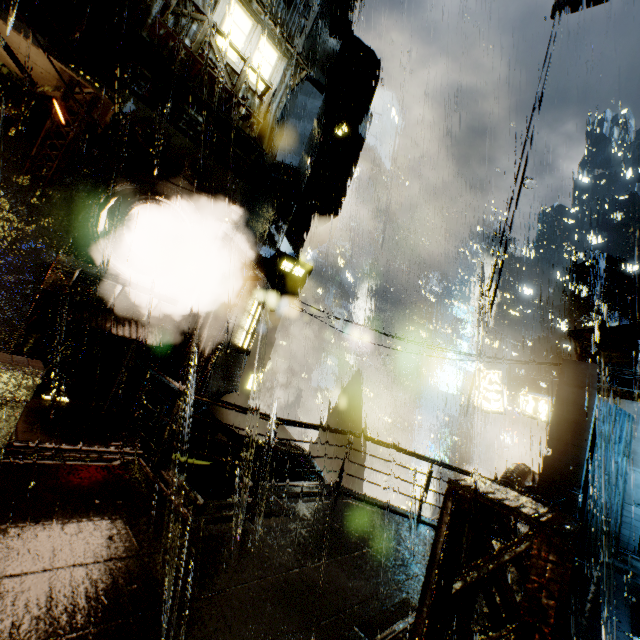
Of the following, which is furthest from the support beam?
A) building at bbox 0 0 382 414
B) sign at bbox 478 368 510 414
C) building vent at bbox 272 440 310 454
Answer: sign at bbox 478 368 510 414

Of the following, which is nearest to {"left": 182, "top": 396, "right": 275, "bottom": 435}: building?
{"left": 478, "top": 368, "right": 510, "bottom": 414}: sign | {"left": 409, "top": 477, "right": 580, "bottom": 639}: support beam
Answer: {"left": 409, "top": 477, "right": 580, "bottom": 639}: support beam

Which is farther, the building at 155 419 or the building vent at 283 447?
the building vent at 283 447

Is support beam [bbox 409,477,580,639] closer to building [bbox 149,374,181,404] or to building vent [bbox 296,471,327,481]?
building [bbox 149,374,181,404]

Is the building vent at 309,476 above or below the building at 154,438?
below

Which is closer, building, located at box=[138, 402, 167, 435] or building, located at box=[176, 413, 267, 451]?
building, located at box=[138, 402, 167, 435]

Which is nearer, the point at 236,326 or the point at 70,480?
the point at 70,480
